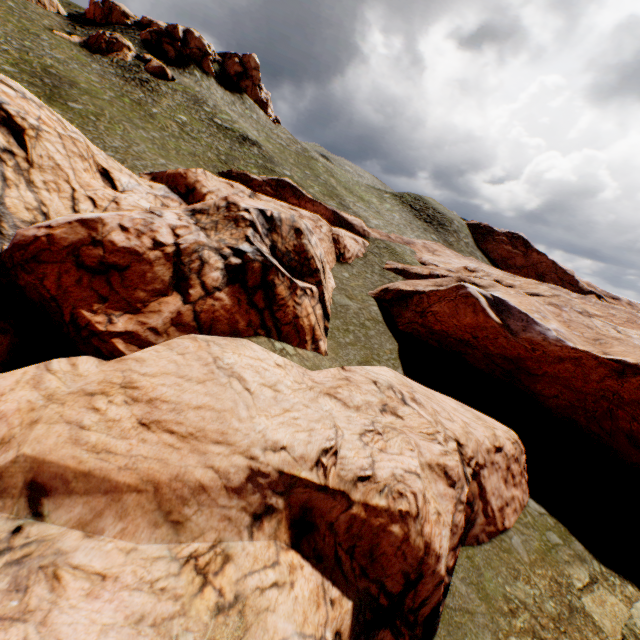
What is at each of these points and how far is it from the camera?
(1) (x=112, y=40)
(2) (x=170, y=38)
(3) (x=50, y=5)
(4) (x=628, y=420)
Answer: (1) rock, 44.6 meters
(2) rock, 51.4 meters
(3) rock, 47.9 meters
(4) rock, 20.9 meters

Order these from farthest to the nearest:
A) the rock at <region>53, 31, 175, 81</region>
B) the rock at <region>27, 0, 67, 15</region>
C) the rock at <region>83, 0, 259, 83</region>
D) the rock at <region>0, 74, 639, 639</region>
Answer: the rock at <region>83, 0, 259, 83</region>
the rock at <region>27, 0, 67, 15</region>
the rock at <region>53, 31, 175, 81</region>
the rock at <region>0, 74, 639, 639</region>

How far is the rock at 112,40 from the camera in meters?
44.1 m

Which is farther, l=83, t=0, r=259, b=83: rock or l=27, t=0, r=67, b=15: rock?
l=83, t=0, r=259, b=83: rock

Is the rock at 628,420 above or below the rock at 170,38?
below

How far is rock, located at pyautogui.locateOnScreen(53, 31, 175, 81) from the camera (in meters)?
44.06

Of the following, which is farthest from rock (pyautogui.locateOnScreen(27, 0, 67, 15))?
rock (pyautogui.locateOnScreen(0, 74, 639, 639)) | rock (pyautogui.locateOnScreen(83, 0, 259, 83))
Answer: rock (pyautogui.locateOnScreen(0, 74, 639, 639))
